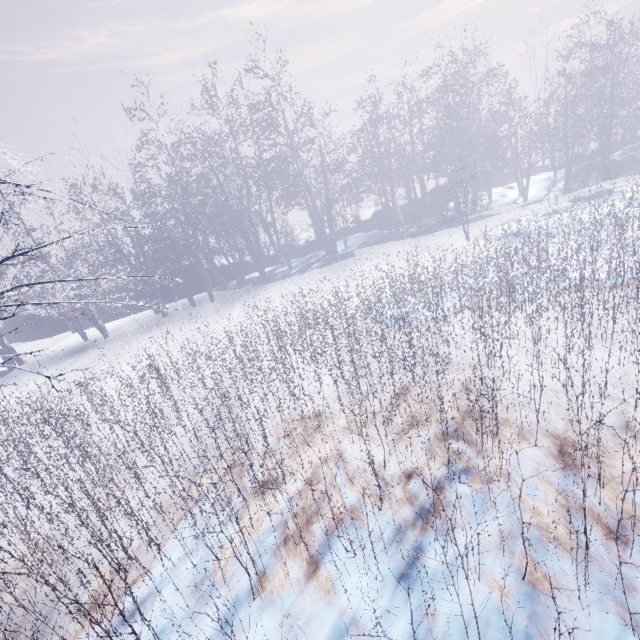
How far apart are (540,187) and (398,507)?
19.2 meters
